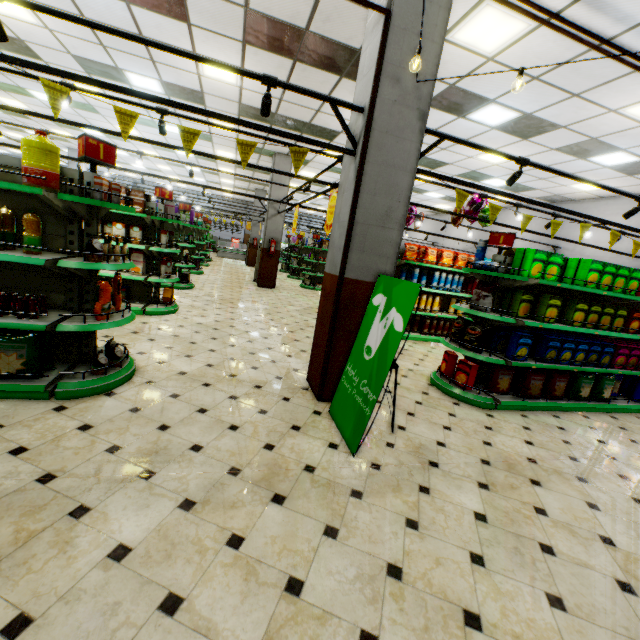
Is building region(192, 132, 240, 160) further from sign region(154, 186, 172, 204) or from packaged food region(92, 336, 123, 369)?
sign region(154, 186, 172, 204)

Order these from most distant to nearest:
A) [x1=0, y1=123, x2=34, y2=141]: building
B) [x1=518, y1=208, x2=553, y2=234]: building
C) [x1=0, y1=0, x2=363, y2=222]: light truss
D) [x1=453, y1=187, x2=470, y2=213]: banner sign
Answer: [x1=0, y1=123, x2=34, y2=141]: building < [x1=518, y1=208, x2=553, y2=234]: building < [x1=453, y1=187, x2=470, y2=213]: banner sign < [x1=0, y1=0, x2=363, y2=222]: light truss

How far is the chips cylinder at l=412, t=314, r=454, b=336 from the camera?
8.2m

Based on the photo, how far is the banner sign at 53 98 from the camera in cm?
275

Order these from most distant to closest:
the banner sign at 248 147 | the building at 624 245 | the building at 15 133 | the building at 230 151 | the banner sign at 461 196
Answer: the building at 15 133 → the building at 230 151 → the building at 624 245 → the banner sign at 461 196 → the banner sign at 248 147

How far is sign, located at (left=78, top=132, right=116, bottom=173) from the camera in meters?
3.0

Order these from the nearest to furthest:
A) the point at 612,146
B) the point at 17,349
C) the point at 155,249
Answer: the point at 17,349
the point at 155,249
the point at 612,146

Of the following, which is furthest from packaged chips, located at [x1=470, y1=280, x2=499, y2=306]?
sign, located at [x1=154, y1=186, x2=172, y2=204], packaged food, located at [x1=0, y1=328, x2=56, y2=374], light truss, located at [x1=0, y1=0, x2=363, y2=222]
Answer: sign, located at [x1=154, y1=186, x2=172, y2=204]
